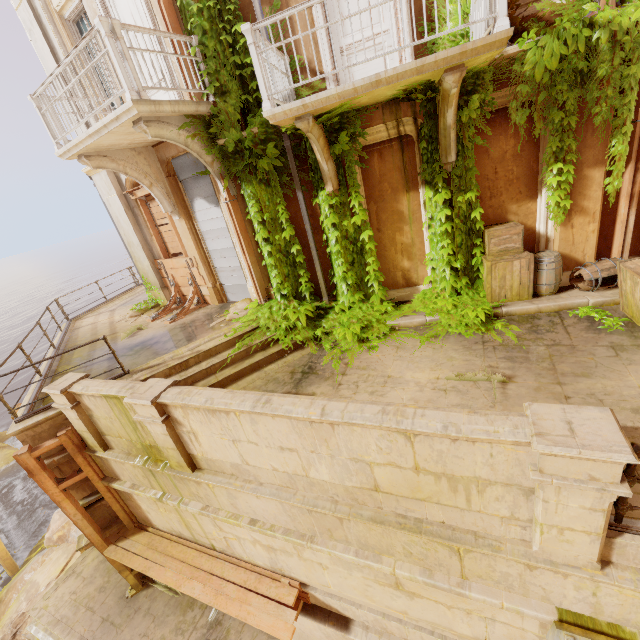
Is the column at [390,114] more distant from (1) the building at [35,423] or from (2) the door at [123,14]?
(2) the door at [123,14]

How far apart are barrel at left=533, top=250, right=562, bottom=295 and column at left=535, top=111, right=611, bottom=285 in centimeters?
9cm

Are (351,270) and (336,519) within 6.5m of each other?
yes

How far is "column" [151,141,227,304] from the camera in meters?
8.2

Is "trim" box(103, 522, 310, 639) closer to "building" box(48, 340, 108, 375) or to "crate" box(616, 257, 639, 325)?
"building" box(48, 340, 108, 375)

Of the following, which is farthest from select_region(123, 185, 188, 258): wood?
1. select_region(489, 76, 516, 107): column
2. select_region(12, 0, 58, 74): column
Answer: select_region(489, 76, 516, 107): column

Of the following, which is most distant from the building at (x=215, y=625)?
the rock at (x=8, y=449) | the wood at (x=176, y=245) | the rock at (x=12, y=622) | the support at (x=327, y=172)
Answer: the rock at (x=8, y=449)

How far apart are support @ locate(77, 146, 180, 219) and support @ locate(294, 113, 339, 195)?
4.57m
